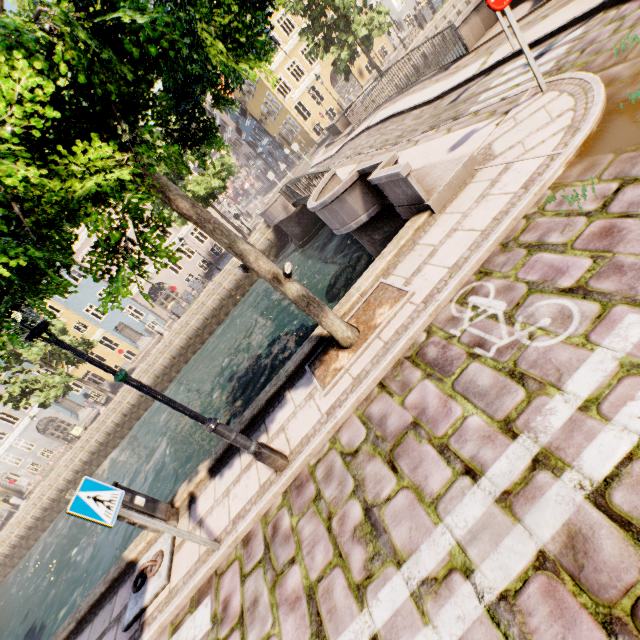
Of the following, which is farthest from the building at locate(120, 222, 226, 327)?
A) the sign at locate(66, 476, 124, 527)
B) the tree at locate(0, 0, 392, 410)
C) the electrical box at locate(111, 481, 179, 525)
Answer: the sign at locate(66, 476, 124, 527)

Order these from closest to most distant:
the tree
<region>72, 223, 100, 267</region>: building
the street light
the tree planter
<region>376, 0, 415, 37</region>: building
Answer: the tree → the street light → the tree planter → <region>72, 223, 100, 267</region>: building → <region>376, 0, 415, 37</region>: building

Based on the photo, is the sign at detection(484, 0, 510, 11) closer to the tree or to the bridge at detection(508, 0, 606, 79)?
the bridge at detection(508, 0, 606, 79)

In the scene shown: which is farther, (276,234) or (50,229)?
(276,234)

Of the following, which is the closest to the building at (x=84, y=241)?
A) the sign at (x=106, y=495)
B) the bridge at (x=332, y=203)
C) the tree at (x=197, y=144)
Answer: the tree at (x=197, y=144)

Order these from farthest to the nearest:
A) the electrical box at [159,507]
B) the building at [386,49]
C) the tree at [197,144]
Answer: the building at [386,49]
the electrical box at [159,507]
the tree at [197,144]

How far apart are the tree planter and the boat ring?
3.51m
